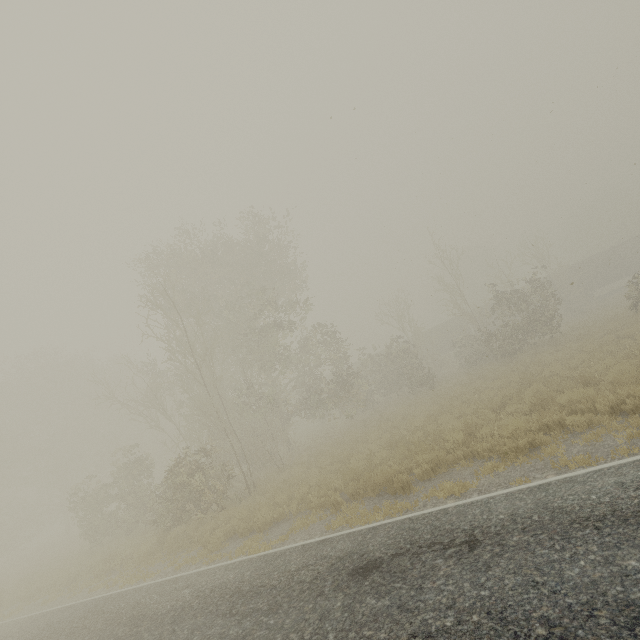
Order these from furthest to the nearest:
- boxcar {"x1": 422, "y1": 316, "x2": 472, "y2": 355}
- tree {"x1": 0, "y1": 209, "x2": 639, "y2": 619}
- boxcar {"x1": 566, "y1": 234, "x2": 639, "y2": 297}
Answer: boxcar {"x1": 422, "y1": 316, "x2": 472, "y2": 355}
boxcar {"x1": 566, "y1": 234, "x2": 639, "y2": 297}
tree {"x1": 0, "y1": 209, "x2": 639, "y2": 619}

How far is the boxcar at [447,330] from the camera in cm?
4172

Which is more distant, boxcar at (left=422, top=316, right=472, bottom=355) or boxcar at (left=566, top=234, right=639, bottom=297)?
boxcar at (left=422, top=316, right=472, bottom=355)

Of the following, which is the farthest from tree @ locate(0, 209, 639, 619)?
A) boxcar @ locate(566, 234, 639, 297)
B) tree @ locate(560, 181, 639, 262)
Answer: tree @ locate(560, 181, 639, 262)

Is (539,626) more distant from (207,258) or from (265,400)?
(265,400)

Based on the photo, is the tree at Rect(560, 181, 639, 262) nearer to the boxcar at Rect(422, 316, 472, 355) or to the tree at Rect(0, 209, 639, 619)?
the boxcar at Rect(422, 316, 472, 355)

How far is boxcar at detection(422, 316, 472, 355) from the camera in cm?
4172

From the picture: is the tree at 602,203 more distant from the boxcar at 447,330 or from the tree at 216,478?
the tree at 216,478
